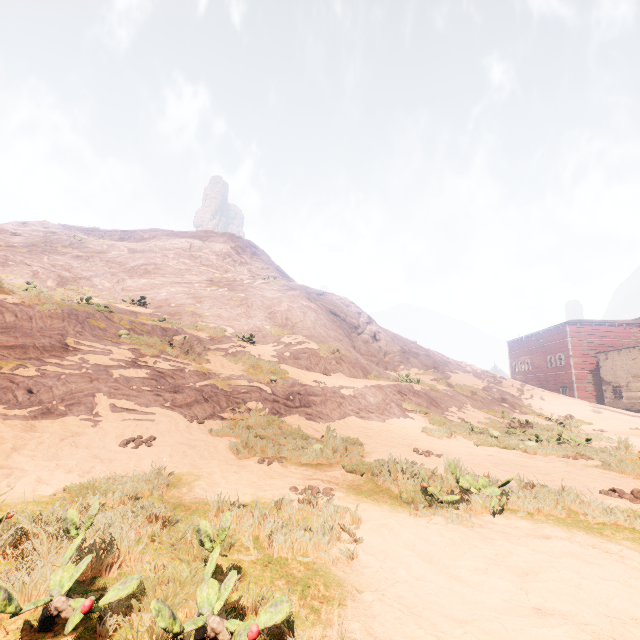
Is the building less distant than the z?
No

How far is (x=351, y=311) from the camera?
27.9m

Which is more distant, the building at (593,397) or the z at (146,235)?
the building at (593,397)
